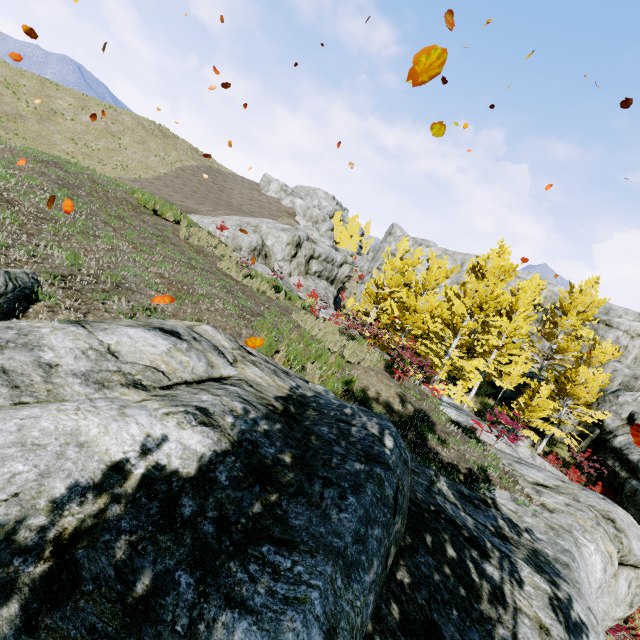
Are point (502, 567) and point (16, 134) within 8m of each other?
no

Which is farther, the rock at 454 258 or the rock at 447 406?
the rock at 454 258

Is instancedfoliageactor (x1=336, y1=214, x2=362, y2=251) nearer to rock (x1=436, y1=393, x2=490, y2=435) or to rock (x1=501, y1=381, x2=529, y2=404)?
rock (x1=501, y1=381, x2=529, y2=404)

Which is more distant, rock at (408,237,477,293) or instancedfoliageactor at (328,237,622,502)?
rock at (408,237,477,293)

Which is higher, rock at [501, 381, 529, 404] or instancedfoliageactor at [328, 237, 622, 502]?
instancedfoliageactor at [328, 237, 622, 502]

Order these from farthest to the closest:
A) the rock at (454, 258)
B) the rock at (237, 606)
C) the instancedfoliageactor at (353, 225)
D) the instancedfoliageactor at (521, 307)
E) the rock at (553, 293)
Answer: the instancedfoliageactor at (353, 225)
the rock at (454, 258)
the rock at (553, 293)
the instancedfoliageactor at (521, 307)
the rock at (237, 606)

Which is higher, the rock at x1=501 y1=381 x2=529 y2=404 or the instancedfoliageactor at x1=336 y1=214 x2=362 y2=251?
the instancedfoliageactor at x1=336 y1=214 x2=362 y2=251

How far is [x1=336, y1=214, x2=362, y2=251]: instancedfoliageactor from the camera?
50.4 meters
